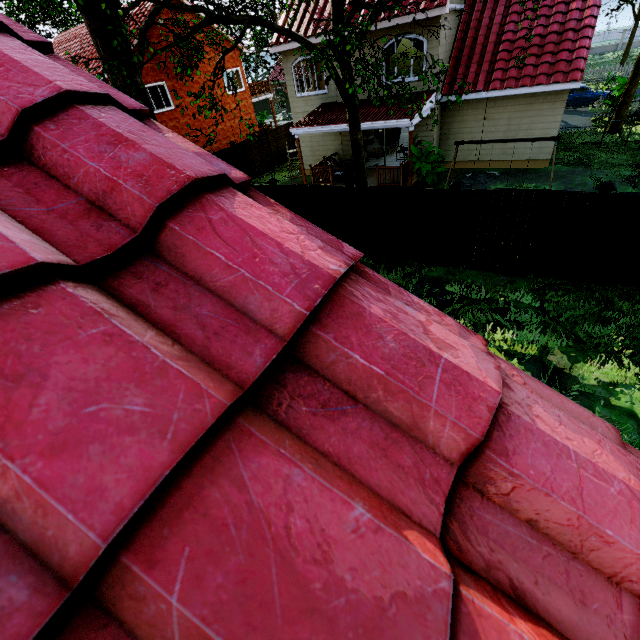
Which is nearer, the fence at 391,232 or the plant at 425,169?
the fence at 391,232

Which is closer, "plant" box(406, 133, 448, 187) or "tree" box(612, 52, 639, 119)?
"plant" box(406, 133, 448, 187)

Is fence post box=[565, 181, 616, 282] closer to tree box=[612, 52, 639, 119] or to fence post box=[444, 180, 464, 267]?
fence post box=[444, 180, 464, 267]

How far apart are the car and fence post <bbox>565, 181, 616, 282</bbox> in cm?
2311

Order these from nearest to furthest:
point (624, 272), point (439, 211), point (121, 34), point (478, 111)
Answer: point (121, 34) → point (624, 272) → point (439, 211) → point (478, 111)

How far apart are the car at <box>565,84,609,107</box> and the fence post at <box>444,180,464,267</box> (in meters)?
23.19

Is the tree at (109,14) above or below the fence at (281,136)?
above

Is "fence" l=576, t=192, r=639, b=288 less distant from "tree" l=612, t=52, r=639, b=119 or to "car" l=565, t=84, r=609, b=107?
"tree" l=612, t=52, r=639, b=119
